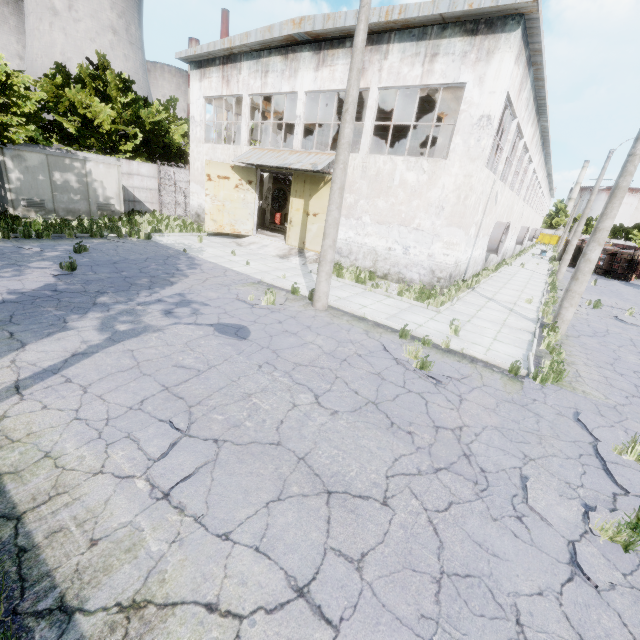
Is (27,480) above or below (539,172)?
below

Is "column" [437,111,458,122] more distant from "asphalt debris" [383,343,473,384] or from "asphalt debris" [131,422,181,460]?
"asphalt debris" [131,422,181,460]

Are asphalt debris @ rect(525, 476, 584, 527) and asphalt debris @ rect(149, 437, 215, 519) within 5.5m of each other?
yes

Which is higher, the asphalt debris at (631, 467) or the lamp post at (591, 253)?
the lamp post at (591, 253)

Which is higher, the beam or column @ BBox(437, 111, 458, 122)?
the beam

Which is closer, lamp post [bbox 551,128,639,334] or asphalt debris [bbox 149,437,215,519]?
A: asphalt debris [bbox 149,437,215,519]

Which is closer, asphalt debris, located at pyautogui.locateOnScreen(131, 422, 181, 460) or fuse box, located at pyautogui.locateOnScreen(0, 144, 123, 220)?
asphalt debris, located at pyautogui.locateOnScreen(131, 422, 181, 460)

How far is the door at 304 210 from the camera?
16.5m
